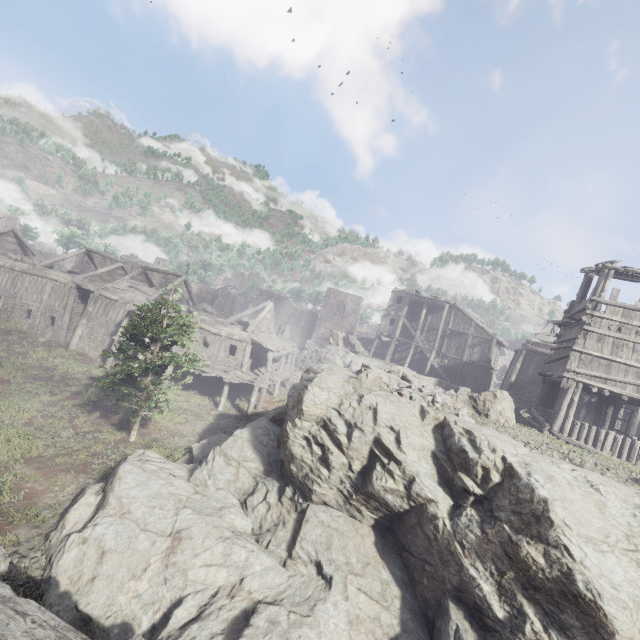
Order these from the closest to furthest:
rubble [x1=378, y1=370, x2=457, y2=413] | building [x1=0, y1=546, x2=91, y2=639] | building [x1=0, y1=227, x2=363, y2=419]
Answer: building [x1=0, y1=546, x2=91, y2=639], rubble [x1=378, y1=370, x2=457, y2=413], building [x1=0, y1=227, x2=363, y2=419]

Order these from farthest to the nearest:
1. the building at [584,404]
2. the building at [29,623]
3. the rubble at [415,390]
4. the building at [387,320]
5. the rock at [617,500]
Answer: the building at [387,320] < the building at [584,404] < the rubble at [415,390] < the rock at [617,500] < the building at [29,623]

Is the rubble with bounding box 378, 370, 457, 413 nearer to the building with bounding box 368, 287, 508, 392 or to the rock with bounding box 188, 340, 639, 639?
the rock with bounding box 188, 340, 639, 639

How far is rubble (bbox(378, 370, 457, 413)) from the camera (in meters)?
12.21

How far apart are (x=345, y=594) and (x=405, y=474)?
3.4m

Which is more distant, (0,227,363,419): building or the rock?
(0,227,363,419): building

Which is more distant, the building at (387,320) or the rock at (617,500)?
the building at (387,320)

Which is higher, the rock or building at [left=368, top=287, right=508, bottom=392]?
building at [left=368, top=287, right=508, bottom=392]
